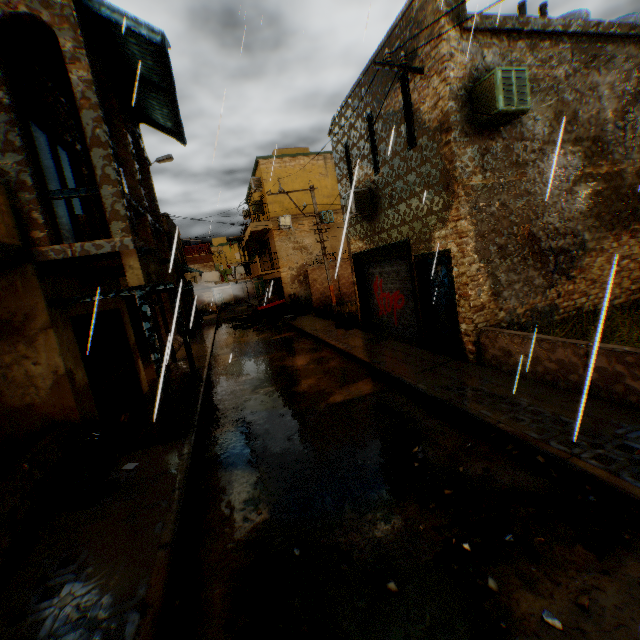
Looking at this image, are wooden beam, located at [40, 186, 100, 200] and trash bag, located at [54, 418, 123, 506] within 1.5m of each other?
no

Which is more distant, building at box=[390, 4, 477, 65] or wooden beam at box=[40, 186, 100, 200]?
building at box=[390, 4, 477, 65]

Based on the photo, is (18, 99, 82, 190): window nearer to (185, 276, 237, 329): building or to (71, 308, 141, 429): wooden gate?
(185, 276, 237, 329): building

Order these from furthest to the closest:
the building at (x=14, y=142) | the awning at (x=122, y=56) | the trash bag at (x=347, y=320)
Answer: the trash bag at (x=347, y=320) < the awning at (x=122, y=56) < the building at (x=14, y=142)

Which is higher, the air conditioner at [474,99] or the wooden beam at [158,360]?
the air conditioner at [474,99]

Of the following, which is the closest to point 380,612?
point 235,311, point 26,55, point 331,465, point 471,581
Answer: point 471,581

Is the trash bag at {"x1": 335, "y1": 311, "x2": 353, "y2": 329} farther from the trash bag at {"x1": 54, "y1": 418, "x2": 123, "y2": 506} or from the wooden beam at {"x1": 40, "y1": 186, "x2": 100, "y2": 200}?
the wooden beam at {"x1": 40, "y1": 186, "x2": 100, "y2": 200}

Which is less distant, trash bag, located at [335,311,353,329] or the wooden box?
the wooden box
